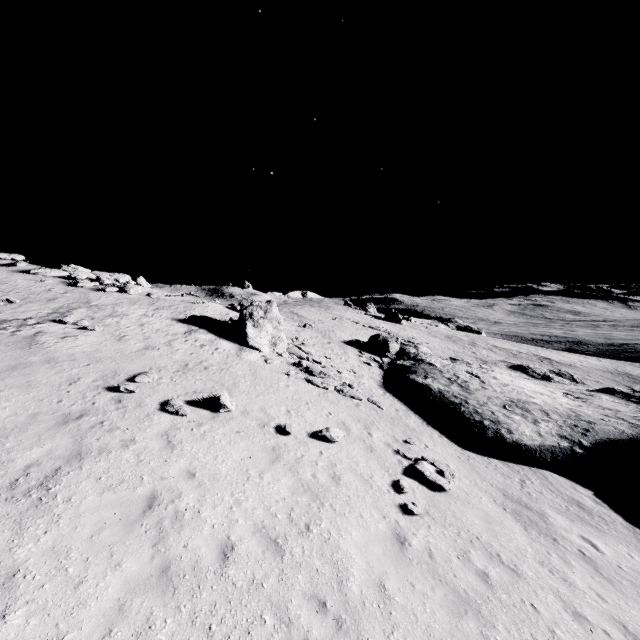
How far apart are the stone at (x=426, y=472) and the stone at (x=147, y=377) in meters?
10.4

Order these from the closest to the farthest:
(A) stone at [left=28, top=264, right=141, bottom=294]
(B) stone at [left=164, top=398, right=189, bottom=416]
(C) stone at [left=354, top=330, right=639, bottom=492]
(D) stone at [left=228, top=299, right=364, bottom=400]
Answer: (B) stone at [left=164, top=398, right=189, bottom=416] < (C) stone at [left=354, top=330, right=639, bottom=492] < (D) stone at [left=228, top=299, right=364, bottom=400] < (A) stone at [left=28, top=264, right=141, bottom=294]

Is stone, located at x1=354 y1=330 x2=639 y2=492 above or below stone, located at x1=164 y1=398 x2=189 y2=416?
below

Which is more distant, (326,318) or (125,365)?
(326,318)

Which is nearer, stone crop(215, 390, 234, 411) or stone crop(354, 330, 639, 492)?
stone crop(215, 390, 234, 411)

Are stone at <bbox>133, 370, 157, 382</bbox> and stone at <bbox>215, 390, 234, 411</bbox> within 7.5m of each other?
yes

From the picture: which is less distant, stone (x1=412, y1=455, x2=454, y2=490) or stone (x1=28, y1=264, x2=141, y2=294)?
stone (x1=412, y1=455, x2=454, y2=490)

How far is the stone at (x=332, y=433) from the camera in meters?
11.9 m
